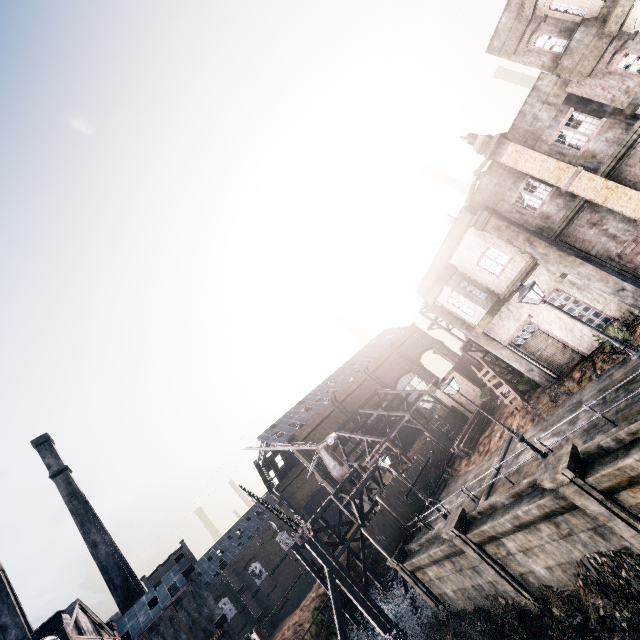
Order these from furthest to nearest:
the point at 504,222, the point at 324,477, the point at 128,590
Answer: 1. the point at 324,477
2. the point at 128,590
3. the point at 504,222

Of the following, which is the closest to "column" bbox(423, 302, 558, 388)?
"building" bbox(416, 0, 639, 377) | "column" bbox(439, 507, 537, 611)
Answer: "building" bbox(416, 0, 639, 377)

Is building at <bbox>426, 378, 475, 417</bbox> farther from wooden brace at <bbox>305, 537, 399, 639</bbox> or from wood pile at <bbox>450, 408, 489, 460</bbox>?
wooden brace at <bbox>305, 537, 399, 639</bbox>

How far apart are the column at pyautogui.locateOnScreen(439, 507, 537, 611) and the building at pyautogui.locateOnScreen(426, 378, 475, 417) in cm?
1792

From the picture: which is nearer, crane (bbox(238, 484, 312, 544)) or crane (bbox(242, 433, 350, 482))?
crane (bbox(238, 484, 312, 544))

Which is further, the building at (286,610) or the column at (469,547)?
the building at (286,610)

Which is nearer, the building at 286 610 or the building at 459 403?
the building at 459 403

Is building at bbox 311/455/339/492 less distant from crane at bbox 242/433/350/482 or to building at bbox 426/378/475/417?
crane at bbox 242/433/350/482
